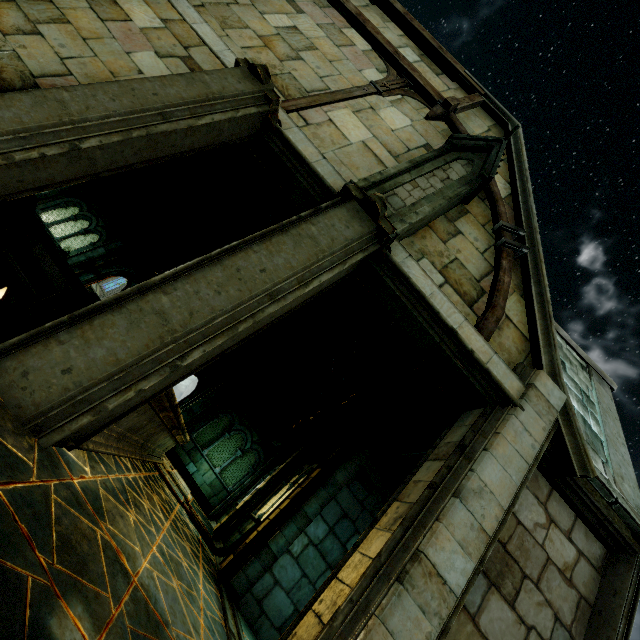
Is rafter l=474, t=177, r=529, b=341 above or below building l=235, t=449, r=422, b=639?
above

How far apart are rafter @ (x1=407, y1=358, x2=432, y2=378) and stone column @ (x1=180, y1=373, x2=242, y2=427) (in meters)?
11.56

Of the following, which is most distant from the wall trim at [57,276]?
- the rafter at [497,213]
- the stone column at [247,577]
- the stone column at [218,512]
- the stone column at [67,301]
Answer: the stone column at [218,512]

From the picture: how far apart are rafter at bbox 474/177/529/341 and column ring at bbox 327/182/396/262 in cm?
165

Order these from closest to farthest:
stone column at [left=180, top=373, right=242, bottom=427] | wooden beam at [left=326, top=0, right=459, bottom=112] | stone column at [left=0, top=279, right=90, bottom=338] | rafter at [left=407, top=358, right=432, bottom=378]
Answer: rafter at [left=407, top=358, right=432, bottom=378] < wooden beam at [left=326, top=0, right=459, bottom=112] < stone column at [left=0, top=279, right=90, bottom=338] < stone column at [left=180, top=373, right=242, bottom=427]

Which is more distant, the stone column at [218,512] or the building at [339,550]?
the stone column at [218,512]

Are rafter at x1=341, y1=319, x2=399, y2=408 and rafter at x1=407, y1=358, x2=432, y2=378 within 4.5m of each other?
yes

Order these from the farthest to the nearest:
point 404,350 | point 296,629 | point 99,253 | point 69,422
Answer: point 99,253, point 404,350, point 296,629, point 69,422
